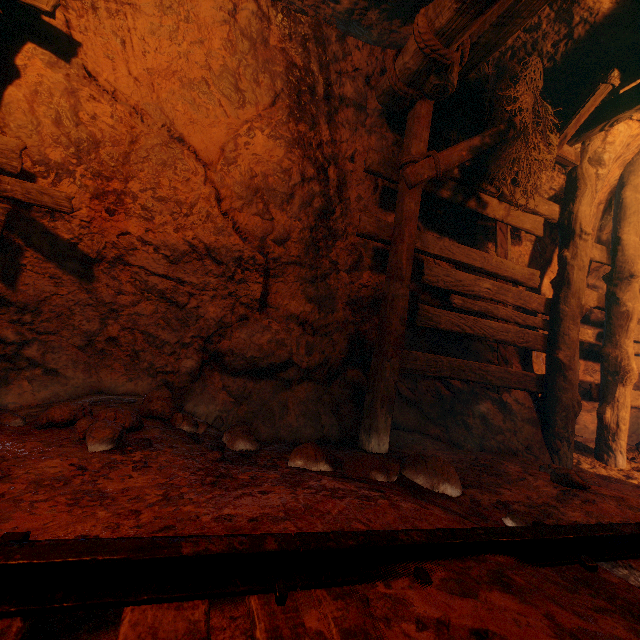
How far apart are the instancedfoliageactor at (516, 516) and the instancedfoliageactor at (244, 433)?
1.8m

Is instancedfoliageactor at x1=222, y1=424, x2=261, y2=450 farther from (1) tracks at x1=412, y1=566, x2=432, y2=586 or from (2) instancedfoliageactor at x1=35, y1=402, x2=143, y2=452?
(1) tracks at x1=412, y1=566, x2=432, y2=586

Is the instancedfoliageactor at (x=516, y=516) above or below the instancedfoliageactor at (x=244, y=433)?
below

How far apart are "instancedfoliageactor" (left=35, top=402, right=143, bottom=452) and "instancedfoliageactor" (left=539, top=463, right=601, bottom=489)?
3.3m

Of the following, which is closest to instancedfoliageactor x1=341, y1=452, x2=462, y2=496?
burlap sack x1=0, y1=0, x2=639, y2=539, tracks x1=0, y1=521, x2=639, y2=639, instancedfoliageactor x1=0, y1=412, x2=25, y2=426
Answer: burlap sack x1=0, y1=0, x2=639, y2=539

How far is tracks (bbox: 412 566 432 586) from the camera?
1.02m

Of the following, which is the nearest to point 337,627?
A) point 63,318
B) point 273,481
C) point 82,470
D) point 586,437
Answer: point 273,481

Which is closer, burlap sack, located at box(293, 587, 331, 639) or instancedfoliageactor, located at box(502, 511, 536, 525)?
burlap sack, located at box(293, 587, 331, 639)
